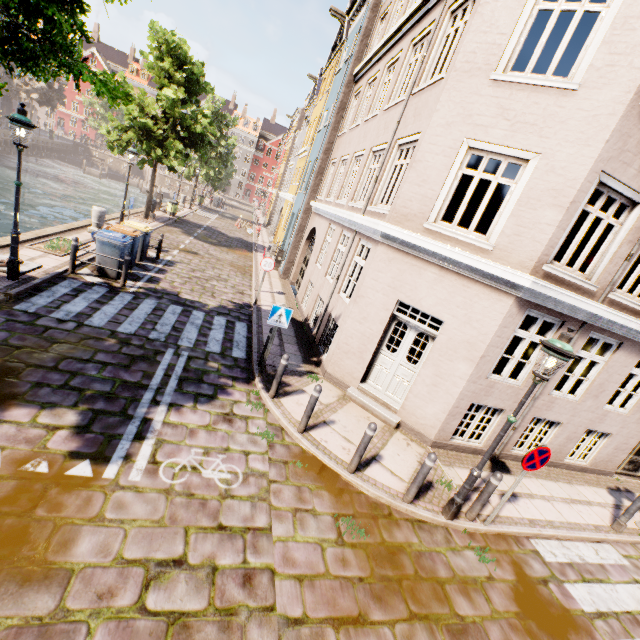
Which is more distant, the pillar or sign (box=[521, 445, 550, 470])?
the pillar

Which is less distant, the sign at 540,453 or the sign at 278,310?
the sign at 540,453

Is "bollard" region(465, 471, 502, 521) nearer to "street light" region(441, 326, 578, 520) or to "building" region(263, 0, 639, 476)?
"street light" region(441, 326, 578, 520)

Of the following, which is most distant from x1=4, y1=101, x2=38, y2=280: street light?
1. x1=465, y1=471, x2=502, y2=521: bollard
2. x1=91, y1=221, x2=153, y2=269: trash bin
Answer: x1=465, y1=471, x2=502, y2=521: bollard

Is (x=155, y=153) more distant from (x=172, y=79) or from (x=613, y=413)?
(x=613, y=413)

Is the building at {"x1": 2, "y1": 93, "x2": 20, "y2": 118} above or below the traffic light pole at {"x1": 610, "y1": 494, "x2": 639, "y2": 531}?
above

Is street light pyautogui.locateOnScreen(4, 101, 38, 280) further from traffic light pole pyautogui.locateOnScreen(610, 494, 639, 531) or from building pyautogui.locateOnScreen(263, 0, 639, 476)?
building pyautogui.locateOnScreen(263, 0, 639, 476)

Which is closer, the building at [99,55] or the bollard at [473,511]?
the bollard at [473,511]
